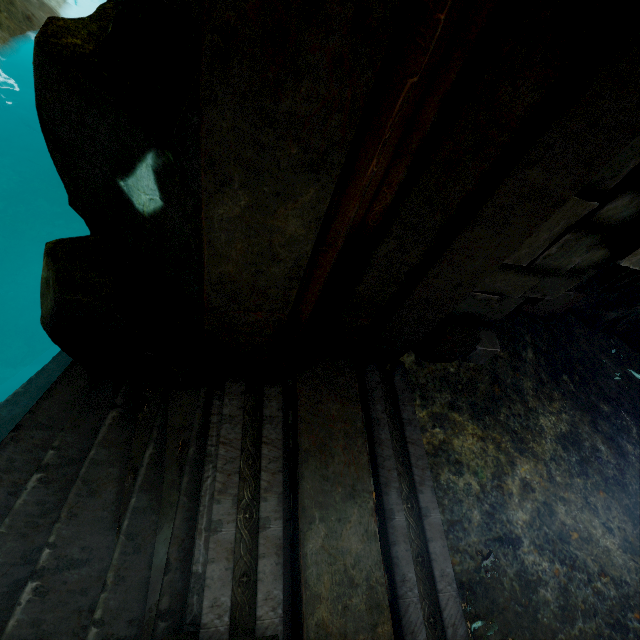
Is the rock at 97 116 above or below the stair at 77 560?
above

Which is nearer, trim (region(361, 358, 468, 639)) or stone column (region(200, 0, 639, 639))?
stone column (region(200, 0, 639, 639))

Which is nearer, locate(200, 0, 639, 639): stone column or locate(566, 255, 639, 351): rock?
locate(200, 0, 639, 639): stone column

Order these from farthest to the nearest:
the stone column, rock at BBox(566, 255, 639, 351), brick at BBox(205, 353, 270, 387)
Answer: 1. rock at BBox(566, 255, 639, 351)
2. brick at BBox(205, 353, 270, 387)
3. the stone column

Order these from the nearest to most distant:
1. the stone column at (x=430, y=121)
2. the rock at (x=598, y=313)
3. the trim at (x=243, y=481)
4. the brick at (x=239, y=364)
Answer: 1. the stone column at (x=430, y=121)
2. the trim at (x=243, y=481)
3. the brick at (x=239, y=364)
4. the rock at (x=598, y=313)

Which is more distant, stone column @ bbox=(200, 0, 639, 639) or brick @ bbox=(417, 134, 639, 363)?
brick @ bbox=(417, 134, 639, 363)

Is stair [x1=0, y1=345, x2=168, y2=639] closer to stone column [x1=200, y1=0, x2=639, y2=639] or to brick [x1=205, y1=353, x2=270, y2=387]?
brick [x1=205, y1=353, x2=270, y2=387]

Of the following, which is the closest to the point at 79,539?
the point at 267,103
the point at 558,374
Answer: the point at 267,103
